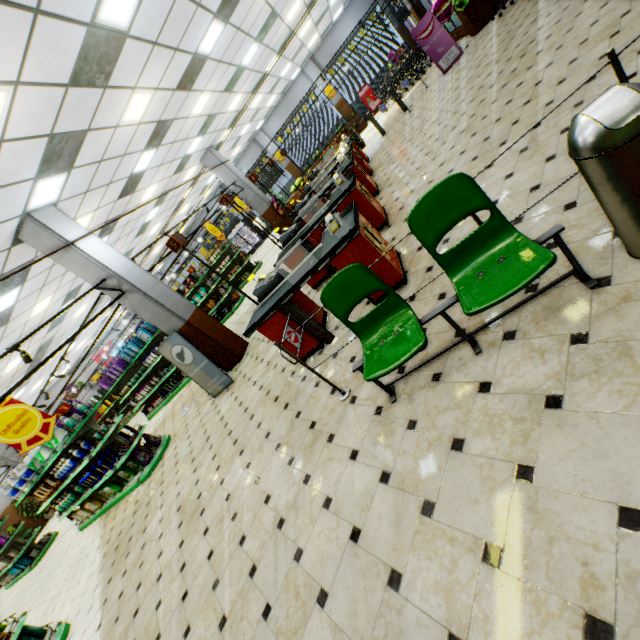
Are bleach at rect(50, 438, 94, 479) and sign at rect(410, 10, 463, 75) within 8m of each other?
no

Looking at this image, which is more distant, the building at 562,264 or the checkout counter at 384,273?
the checkout counter at 384,273

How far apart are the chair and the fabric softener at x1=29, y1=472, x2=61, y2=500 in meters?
9.9

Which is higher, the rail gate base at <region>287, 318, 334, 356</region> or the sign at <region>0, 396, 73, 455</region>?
the sign at <region>0, 396, 73, 455</region>

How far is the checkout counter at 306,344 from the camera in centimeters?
451cm

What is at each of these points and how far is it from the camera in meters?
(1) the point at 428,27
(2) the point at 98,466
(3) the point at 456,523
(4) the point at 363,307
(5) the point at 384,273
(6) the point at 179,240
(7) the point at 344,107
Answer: (1) sign, 10.3 m
(2) toilet cleaner, 7.8 m
(3) building, 1.8 m
(4) building, 4.5 m
(5) checkout counter, 3.9 m
(6) sign, 4.5 m
(7) building, 20.6 m

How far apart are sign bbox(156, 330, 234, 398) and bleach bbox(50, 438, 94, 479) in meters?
3.0

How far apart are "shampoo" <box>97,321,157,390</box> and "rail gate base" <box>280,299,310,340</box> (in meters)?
9.34
